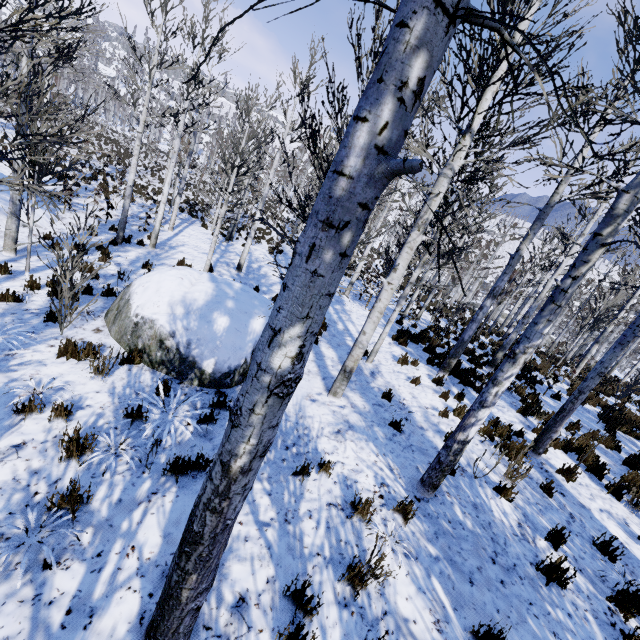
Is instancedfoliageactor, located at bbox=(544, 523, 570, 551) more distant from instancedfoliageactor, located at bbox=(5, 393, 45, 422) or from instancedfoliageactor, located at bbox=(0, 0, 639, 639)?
instancedfoliageactor, located at bbox=(5, 393, 45, 422)

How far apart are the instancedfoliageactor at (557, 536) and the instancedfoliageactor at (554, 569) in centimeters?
54cm

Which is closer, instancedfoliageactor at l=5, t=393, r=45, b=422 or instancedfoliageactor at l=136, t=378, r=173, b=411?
instancedfoliageactor at l=5, t=393, r=45, b=422

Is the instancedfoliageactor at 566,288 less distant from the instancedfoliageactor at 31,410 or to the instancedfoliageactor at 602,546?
the instancedfoliageactor at 31,410

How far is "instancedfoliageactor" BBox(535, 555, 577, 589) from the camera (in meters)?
3.96

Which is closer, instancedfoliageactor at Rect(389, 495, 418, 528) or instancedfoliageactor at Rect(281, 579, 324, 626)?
instancedfoliageactor at Rect(281, 579, 324, 626)

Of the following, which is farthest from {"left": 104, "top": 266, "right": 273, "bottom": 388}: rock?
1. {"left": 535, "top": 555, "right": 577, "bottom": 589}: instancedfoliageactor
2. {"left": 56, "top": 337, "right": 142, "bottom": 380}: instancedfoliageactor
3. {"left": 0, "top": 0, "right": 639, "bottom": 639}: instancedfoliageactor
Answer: {"left": 535, "top": 555, "right": 577, "bottom": 589}: instancedfoliageactor

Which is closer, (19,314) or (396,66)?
(396,66)
